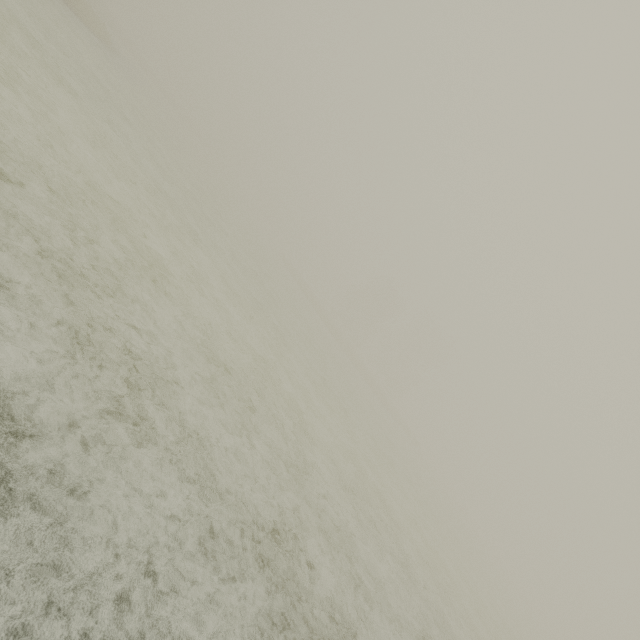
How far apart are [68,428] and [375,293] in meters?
55.0
